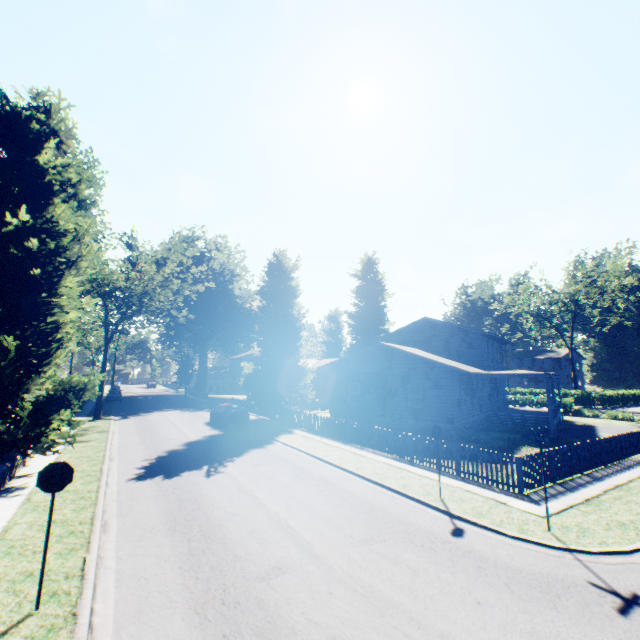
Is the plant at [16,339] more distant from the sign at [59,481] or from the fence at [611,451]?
the sign at [59,481]

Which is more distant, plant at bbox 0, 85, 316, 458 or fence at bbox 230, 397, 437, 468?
fence at bbox 230, 397, 437, 468

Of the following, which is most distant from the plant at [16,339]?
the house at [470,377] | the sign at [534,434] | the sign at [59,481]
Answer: the sign at [534,434]

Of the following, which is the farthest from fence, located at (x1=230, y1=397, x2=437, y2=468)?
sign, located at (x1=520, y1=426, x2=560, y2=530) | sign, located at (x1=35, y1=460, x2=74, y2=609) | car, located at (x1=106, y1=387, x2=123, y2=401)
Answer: car, located at (x1=106, y1=387, x2=123, y2=401)

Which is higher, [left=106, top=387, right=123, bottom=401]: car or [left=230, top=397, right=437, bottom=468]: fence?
[left=106, top=387, right=123, bottom=401]: car

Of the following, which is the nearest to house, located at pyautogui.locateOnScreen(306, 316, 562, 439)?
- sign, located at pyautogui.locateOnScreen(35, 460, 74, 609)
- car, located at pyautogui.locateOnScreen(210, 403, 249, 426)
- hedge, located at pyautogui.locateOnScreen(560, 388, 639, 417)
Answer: hedge, located at pyautogui.locateOnScreen(560, 388, 639, 417)

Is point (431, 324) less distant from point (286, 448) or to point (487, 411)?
point (487, 411)

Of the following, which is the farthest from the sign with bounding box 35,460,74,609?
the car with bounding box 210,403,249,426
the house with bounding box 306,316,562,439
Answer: the house with bounding box 306,316,562,439
